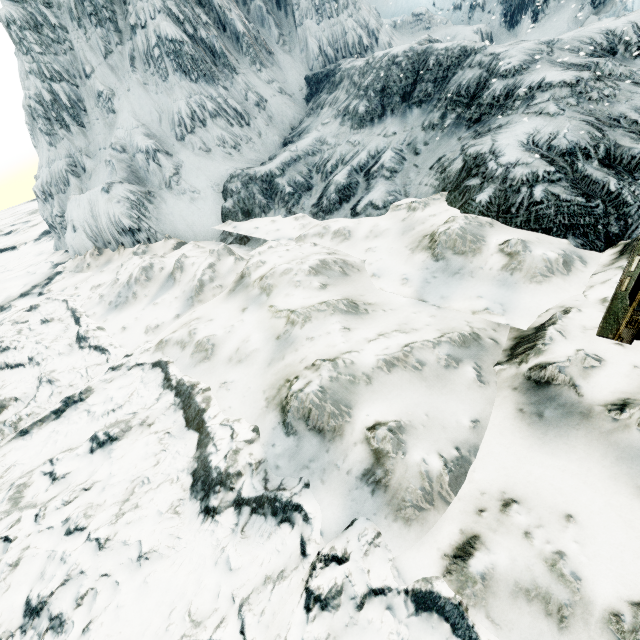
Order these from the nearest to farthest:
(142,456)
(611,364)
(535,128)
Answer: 1. (611,364)
2. (142,456)
3. (535,128)
